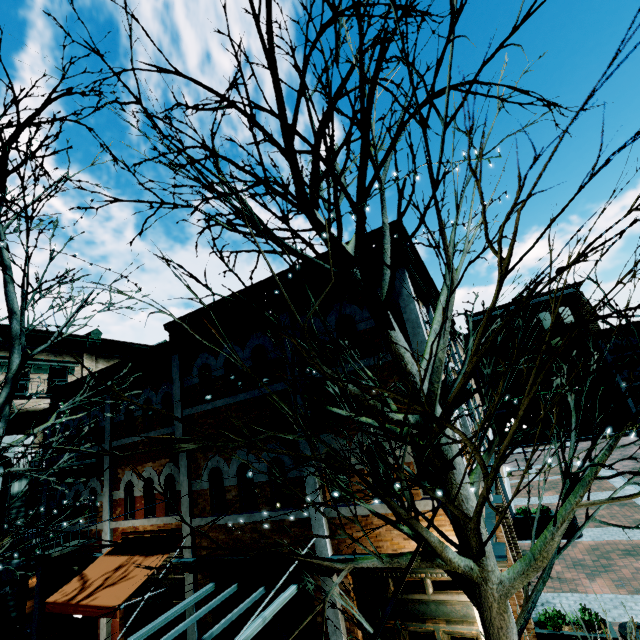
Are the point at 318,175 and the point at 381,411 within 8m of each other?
yes

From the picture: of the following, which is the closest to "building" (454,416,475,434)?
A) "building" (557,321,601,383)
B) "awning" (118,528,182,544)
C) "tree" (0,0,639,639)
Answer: "awning" (118,528,182,544)

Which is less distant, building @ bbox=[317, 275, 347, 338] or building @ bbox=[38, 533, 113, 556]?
building @ bbox=[317, 275, 347, 338]

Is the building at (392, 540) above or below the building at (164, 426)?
below

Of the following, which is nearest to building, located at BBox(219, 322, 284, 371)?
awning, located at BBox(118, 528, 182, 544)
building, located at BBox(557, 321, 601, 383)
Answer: awning, located at BBox(118, 528, 182, 544)

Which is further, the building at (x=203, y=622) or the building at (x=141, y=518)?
the building at (x=141, y=518)

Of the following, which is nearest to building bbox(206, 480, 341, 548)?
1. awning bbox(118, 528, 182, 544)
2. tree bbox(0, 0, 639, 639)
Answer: awning bbox(118, 528, 182, 544)

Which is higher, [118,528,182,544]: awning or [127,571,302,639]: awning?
[118,528,182,544]: awning
